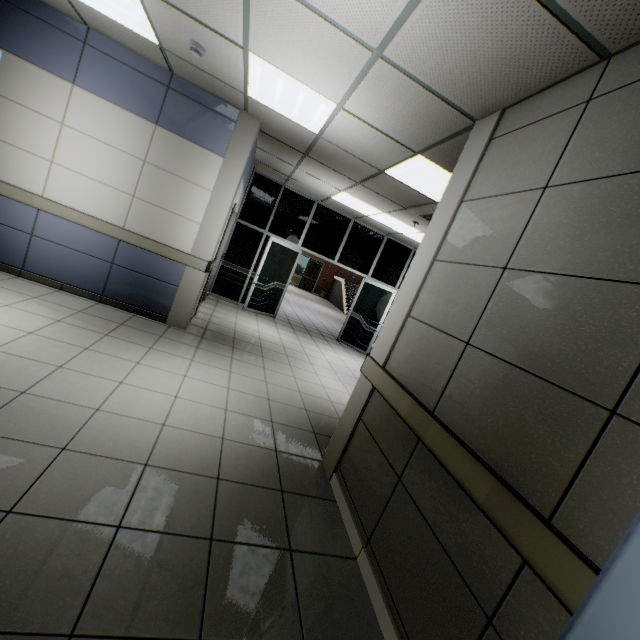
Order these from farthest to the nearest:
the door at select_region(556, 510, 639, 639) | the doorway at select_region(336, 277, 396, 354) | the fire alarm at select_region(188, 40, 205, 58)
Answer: the doorway at select_region(336, 277, 396, 354) → the fire alarm at select_region(188, 40, 205, 58) → the door at select_region(556, 510, 639, 639)

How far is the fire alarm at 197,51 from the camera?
3.2m

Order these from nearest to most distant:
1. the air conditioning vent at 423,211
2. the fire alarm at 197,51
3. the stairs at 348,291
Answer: the fire alarm at 197,51 < the air conditioning vent at 423,211 < the stairs at 348,291

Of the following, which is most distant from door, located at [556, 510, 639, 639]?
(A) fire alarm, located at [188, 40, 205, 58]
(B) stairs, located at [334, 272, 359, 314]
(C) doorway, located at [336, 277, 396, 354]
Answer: (B) stairs, located at [334, 272, 359, 314]

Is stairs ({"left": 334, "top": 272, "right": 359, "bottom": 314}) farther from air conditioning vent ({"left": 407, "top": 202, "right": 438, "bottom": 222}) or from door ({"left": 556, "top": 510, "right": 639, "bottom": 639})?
door ({"left": 556, "top": 510, "right": 639, "bottom": 639})

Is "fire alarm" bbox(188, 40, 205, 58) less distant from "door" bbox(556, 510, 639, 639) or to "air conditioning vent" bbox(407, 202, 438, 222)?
"air conditioning vent" bbox(407, 202, 438, 222)

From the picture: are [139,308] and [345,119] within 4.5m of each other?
yes

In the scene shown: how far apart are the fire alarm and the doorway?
6.4 meters
